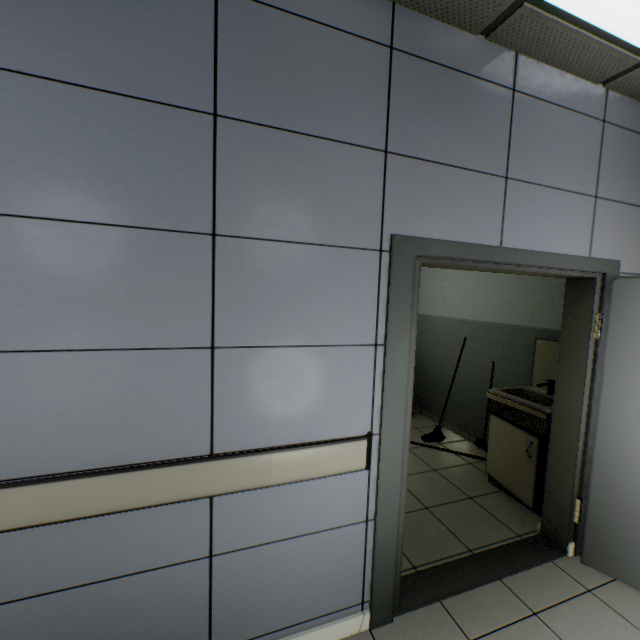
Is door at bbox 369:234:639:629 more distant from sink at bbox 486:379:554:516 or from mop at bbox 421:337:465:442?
mop at bbox 421:337:465:442

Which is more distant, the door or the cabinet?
the cabinet

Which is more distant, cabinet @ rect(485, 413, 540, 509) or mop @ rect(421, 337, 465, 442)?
mop @ rect(421, 337, 465, 442)

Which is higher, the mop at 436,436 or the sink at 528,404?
the sink at 528,404

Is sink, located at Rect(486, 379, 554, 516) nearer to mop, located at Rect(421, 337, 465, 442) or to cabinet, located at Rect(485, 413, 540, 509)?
cabinet, located at Rect(485, 413, 540, 509)

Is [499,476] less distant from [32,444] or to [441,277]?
[441,277]

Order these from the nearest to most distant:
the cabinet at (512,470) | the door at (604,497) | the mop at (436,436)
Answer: the door at (604,497) → the cabinet at (512,470) → the mop at (436,436)

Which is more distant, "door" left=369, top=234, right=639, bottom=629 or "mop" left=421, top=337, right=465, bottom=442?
"mop" left=421, top=337, right=465, bottom=442
